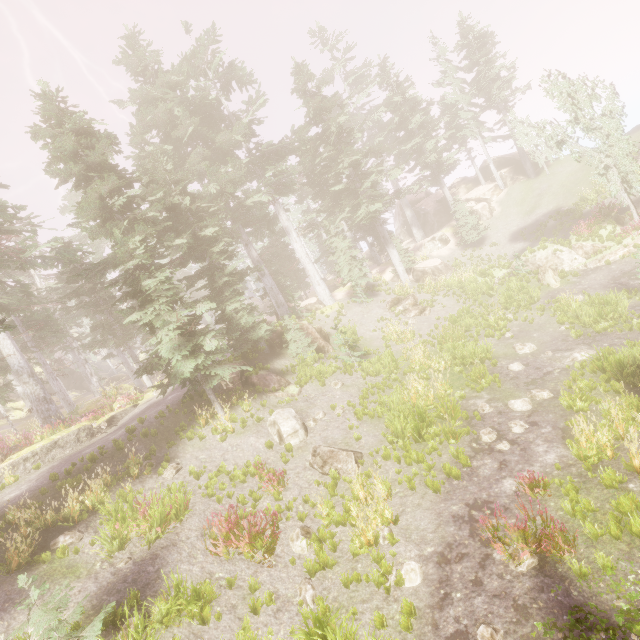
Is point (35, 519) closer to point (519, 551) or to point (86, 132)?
point (519, 551)

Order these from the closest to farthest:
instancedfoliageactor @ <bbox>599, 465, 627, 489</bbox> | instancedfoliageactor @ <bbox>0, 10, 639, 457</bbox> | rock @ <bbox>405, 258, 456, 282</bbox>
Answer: instancedfoliageactor @ <bbox>599, 465, 627, 489</bbox> → instancedfoliageactor @ <bbox>0, 10, 639, 457</bbox> → rock @ <bbox>405, 258, 456, 282</bbox>

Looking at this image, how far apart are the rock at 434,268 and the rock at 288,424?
18.3m

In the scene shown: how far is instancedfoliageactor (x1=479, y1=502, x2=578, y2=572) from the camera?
6.20m

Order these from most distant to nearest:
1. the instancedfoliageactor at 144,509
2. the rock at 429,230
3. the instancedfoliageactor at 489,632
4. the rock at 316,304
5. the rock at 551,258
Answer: the rock at 429,230, the rock at 316,304, the rock at 551,258, the instancedfoliageactor at 144,509, the instancedfoliageactor at 489,632

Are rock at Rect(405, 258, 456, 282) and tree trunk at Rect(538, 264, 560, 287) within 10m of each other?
yes

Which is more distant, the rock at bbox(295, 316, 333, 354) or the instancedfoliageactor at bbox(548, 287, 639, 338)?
the rock at bbox(295, 316, 333, 354)
